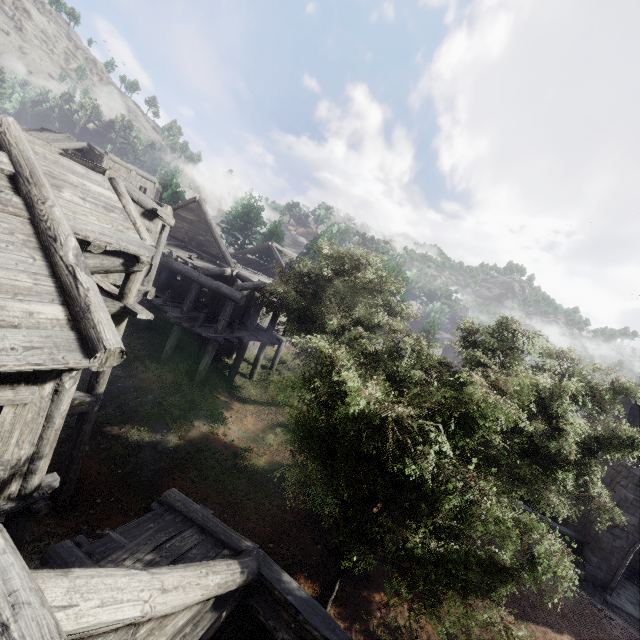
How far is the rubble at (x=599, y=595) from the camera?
14.14m

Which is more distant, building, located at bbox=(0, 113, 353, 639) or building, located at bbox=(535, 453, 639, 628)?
building, located at bbox=(535, 453, 639, 628)

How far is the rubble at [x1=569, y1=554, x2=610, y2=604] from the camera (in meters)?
14.14

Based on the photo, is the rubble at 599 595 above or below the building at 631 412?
below

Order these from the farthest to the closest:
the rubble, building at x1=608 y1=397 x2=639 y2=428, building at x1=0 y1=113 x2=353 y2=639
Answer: building at x1=608 y1=397 x2=639 y2=428, the rubble, building at x1=0 y1=113 x2=353 y2=639

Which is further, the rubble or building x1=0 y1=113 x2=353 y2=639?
the rubble

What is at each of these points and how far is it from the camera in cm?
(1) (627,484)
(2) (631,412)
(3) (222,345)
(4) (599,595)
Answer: (1) building, 1470
(2) building, 1883
(3) building, 1981
(4) rubble, 1423
